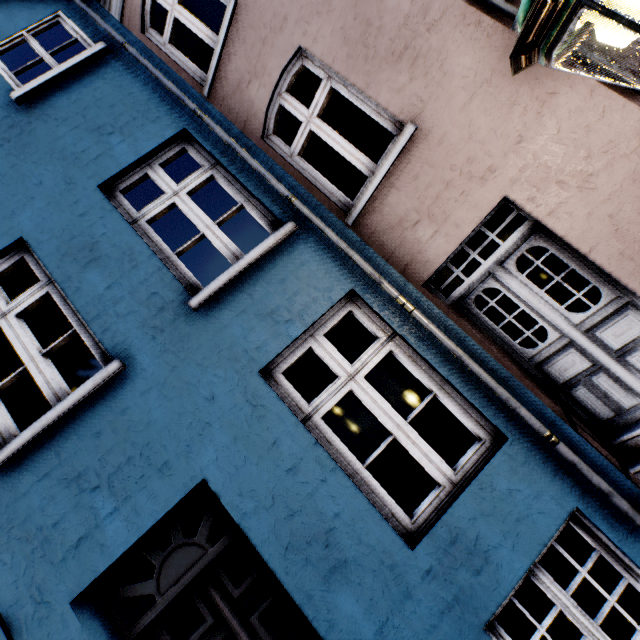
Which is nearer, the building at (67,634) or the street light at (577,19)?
the street light at (577,19)

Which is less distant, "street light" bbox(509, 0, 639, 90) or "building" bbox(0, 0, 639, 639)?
"street light" bbox(509, 0, 639, 90)

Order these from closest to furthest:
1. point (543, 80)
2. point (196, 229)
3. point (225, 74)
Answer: point (543, 80) < point (225, 74) < point (196, 229)
